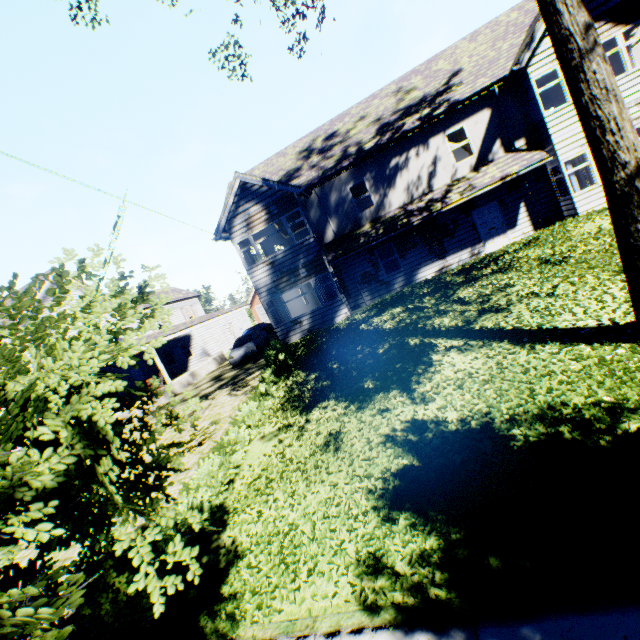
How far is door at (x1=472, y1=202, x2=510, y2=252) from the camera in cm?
1539

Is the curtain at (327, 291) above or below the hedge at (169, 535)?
above

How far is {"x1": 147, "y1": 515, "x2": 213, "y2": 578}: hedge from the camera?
5.5m

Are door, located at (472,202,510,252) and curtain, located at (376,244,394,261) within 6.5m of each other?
yes

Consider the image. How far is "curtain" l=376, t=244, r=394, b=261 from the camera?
16.95m

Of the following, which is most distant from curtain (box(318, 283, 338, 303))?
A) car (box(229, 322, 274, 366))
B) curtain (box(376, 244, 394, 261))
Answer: car (box(229, 322, 274, 366))

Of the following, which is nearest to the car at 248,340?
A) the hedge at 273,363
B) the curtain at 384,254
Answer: the hedge at 273,363

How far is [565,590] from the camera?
3.0 meters
